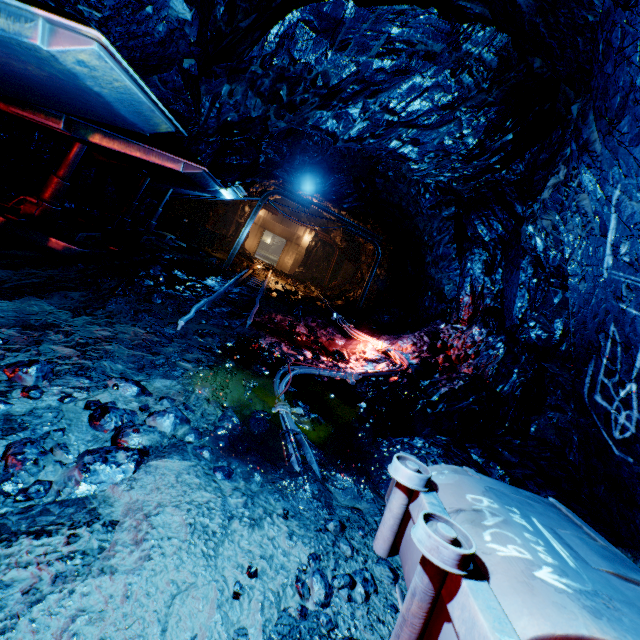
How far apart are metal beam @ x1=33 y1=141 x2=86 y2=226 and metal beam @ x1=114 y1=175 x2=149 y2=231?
2.3 meters

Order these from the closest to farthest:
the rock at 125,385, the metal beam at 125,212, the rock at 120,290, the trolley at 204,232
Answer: the rock at 125,385
the rock at 120,290
the metal beam at 125,212
the trolley at 204,232

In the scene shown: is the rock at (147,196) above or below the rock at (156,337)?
above

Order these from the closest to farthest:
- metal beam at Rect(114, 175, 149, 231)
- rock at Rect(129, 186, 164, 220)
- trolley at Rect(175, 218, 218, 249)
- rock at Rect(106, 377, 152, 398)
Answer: rock at Rect(106, 377, 152, 398)
metal beam at Rect(114, 175, 149, 231)
rock at Rect(129, 186, 164, 220)
trolley at Rect(175, 218, 218, 249)

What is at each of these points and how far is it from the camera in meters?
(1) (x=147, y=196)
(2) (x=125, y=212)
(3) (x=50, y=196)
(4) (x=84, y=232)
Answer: (1) rock, 10.8 m
(2) metal beam, 7.9 m
(3) metal beam, 5.3 m
(4) metal support, 5.5 m

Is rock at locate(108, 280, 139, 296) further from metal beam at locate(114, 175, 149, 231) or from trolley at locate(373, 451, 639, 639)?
metal beam at locate(114, 175, 149, 231)

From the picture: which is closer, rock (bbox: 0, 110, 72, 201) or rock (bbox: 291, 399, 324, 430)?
rock (bbox: 291, 399, 324, 430)

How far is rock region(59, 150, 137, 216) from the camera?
8.3m
